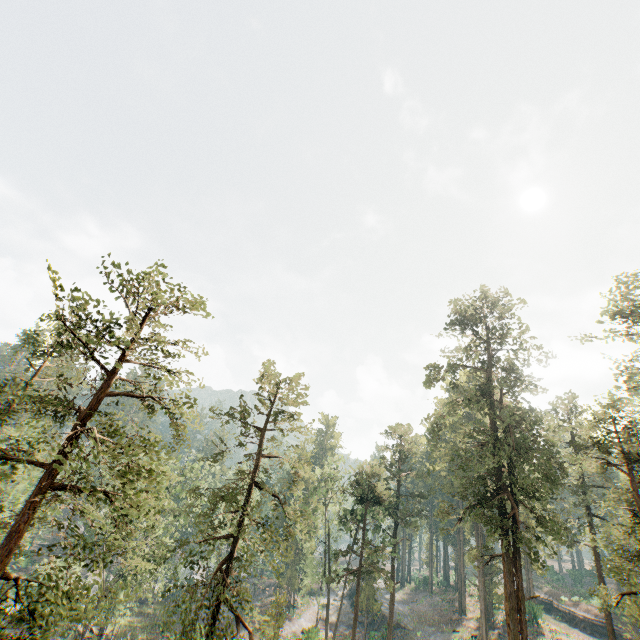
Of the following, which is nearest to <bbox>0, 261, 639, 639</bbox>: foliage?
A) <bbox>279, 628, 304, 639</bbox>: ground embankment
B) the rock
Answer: <bbox>279, 628, 304, 639</bbox>: ground embankment

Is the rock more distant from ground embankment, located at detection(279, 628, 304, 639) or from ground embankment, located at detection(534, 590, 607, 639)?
ground embankment, located at detection(534, 590, 607, 639)

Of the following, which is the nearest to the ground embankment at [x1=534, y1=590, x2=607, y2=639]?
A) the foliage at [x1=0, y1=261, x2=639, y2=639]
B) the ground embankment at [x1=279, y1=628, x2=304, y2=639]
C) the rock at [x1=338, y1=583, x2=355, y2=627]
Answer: the foliage at [x1=0, y1=261, x2=639, y2=639]

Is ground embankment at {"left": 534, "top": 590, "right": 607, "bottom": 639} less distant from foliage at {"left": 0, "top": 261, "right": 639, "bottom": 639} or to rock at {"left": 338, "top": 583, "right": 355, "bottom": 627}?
foliage at {"left": 0, "top": 261, "right": 639, "bottom": 639}

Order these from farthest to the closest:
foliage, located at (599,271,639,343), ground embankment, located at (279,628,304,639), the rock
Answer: the rock < ground embankment, located at (279,628,304,639) < foliage, located at (599,271,639,343)

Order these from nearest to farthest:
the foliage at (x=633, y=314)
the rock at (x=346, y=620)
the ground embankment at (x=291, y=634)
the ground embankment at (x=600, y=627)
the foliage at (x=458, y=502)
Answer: the foliage at (x=458, y=502) → the foliage at (x=633, y=314) → the ground embankment at (x=291, y=634) → the ground embankment at (x=600, y=627) → the rock at (x=346, y=620)

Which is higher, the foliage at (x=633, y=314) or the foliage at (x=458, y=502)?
the foliage at (x=633, y=314)

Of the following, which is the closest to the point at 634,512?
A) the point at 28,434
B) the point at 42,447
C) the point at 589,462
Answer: the point at 589,462
